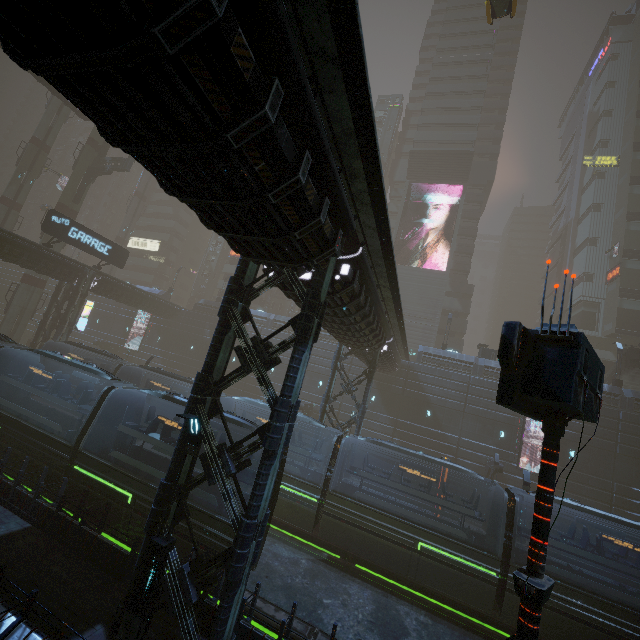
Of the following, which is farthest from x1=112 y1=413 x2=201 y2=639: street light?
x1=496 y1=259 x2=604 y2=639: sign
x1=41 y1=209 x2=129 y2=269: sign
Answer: x1=41 y1=209 x2=129 y2=269: sign

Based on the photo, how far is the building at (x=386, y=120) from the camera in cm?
5647

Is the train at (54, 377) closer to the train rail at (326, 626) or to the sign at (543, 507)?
the train rail at (326, 626)

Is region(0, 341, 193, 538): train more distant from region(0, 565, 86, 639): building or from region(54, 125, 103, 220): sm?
region(54, 125, 103, 220): sm

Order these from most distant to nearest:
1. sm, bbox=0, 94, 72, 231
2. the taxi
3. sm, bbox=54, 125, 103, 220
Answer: sm, bbox=0, 94, 72, 231 < sm, bbox=54, 125, 103, 220 < the taxi

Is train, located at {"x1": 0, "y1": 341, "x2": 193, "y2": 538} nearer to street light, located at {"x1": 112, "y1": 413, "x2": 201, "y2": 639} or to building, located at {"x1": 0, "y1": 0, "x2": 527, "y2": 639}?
building, located at {"x1": 0, "y1": 0, "x2": 527, "y2": 639}

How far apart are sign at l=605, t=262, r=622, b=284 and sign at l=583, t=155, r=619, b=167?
17.8m

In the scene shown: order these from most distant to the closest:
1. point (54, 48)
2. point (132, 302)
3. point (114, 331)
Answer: point (114, 331) < point (132, 302) < point (54, 48)
